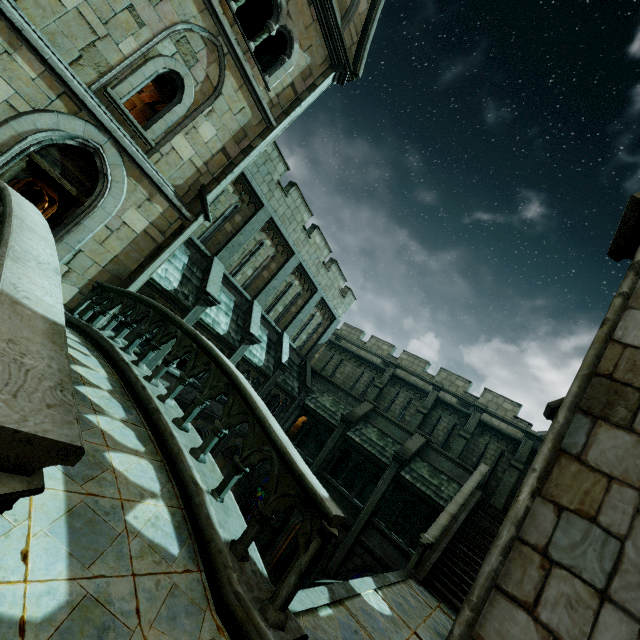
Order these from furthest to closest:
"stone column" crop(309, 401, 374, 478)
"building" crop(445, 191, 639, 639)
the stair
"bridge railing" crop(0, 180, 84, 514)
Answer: "stone column" crop(309, 401, 374, 478) → the stair → "building" crop(445, 191, 639, 639) → "bridge railing" crop(0, 180, 84, 514)

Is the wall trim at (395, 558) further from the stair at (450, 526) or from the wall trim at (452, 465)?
the wall trim at (452, 465)

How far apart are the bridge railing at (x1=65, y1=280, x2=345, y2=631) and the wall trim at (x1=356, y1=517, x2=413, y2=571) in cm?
1337

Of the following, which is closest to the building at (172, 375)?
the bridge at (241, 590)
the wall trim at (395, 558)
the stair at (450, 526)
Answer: the bridge at (241, 590)

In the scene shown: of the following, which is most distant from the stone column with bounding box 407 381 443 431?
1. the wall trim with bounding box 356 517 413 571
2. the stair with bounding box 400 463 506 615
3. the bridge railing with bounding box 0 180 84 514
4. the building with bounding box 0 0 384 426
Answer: the bridge railing with bounding box 0 180 84 514

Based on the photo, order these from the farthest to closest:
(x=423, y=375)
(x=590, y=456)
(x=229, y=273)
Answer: (x=423, y=375) → (x=229, y=273) → (x=590, y=456)

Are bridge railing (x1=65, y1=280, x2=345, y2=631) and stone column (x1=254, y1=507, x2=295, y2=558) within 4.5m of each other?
no

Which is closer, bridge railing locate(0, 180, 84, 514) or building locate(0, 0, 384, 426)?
bridge railing locate(0, 180, 84, 514)
